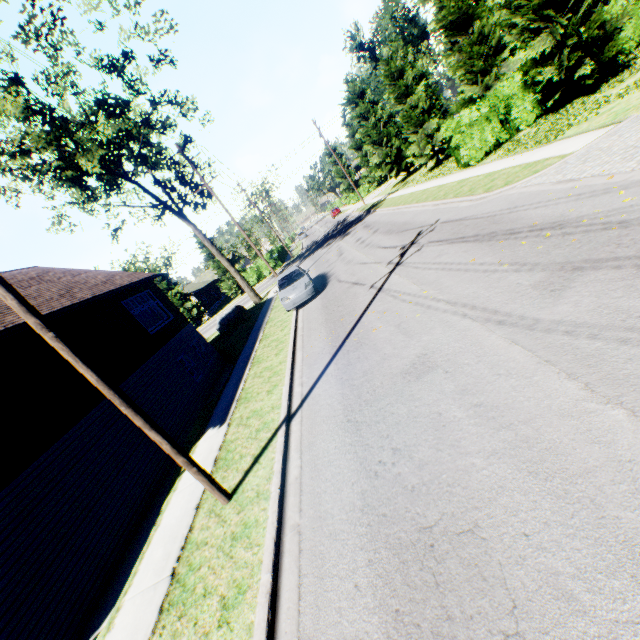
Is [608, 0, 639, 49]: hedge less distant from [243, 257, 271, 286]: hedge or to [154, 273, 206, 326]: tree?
[154, 273, 206, 326]: tree

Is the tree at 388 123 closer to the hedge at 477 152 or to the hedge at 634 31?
the hedge at 477 152

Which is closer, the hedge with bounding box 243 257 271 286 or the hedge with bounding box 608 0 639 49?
the hedge with bounding box 608 0 639 49

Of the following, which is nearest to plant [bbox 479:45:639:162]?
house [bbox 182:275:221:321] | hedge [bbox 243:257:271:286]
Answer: hedge [bbox 243:257:271:286]

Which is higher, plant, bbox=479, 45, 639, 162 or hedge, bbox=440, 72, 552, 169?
hedge, bbox=440, 72, 552, 169

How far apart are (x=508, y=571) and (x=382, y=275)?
10.0m

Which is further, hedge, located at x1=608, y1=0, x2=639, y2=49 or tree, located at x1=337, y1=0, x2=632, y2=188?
hedge, located at x1=608, y1=0, x2=639, y2=49

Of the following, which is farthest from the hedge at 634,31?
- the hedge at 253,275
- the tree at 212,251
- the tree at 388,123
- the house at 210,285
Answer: the house at 210,285
